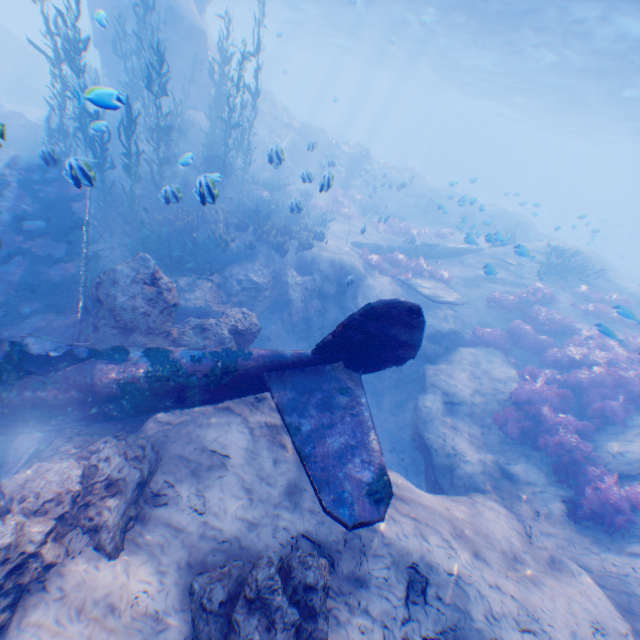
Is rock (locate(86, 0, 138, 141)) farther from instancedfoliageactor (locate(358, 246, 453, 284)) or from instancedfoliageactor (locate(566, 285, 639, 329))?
instancedfoliageactor (locate(566, 285, 639, 329))

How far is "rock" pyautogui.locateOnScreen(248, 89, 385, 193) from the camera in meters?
13.8 m

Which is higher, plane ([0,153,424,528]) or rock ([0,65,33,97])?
plane ([0,153,424,528])

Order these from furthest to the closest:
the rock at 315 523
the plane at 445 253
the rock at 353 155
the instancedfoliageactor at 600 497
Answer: Answer:
1. the plane at 445 253
2. the rock at 353 155
3. the instancedfoliageactor at 600 497
4. the rock at 315 523

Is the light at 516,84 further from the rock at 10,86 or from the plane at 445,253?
the plane at 445,253

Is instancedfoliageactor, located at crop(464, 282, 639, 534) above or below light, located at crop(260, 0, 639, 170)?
below

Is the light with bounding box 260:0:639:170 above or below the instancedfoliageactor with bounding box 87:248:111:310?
above

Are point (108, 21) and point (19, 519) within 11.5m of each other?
no
